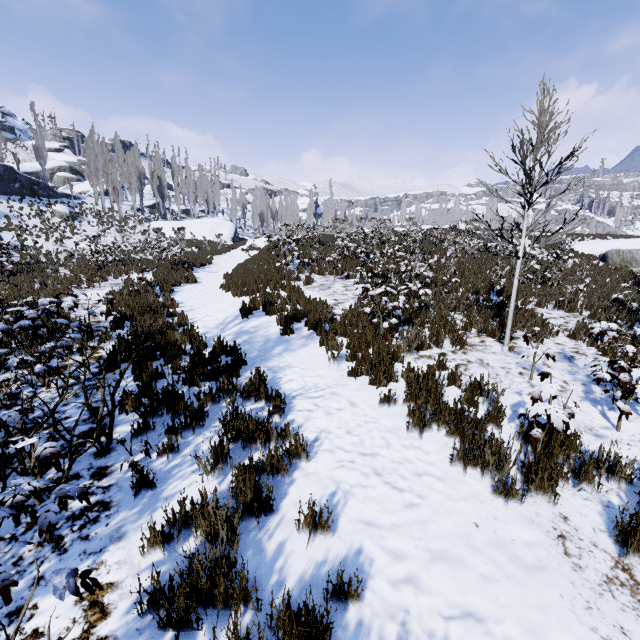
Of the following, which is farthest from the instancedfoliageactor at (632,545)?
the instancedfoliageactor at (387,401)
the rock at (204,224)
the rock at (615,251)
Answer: the rock at (204,224)

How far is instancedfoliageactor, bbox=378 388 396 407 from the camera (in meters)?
4.79

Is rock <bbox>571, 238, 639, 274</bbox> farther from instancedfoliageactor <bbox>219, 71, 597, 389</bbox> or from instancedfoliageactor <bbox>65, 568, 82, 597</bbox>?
instancedfoliageactor <bbox>219, 71, 597, 389</bbox>

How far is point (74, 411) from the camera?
4.7 meters

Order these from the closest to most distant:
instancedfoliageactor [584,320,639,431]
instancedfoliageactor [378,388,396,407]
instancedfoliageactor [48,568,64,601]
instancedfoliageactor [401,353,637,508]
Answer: instancedfoliageactor [48,568,64,601], instancedfoliageactor [401,353,637,508], instancedfoliageactor [584,320,639,431], instancedfoliageactor [378,388,396,407]

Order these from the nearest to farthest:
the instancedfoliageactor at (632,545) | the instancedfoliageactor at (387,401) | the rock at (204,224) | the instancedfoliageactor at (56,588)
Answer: the instancedfoliageactor at (56,588), the instancedfoliageactor at (632,545), the instancedfoliageactor at (387,401), the rock at (204,224)

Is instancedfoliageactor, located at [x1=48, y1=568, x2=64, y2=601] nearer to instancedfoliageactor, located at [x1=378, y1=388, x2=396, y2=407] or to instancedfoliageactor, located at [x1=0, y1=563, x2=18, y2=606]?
instancedfoliageactor, located at [x1=378, y1=388, x2=396, y2=407]

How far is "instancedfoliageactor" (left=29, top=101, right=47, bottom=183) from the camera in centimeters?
4003cm
